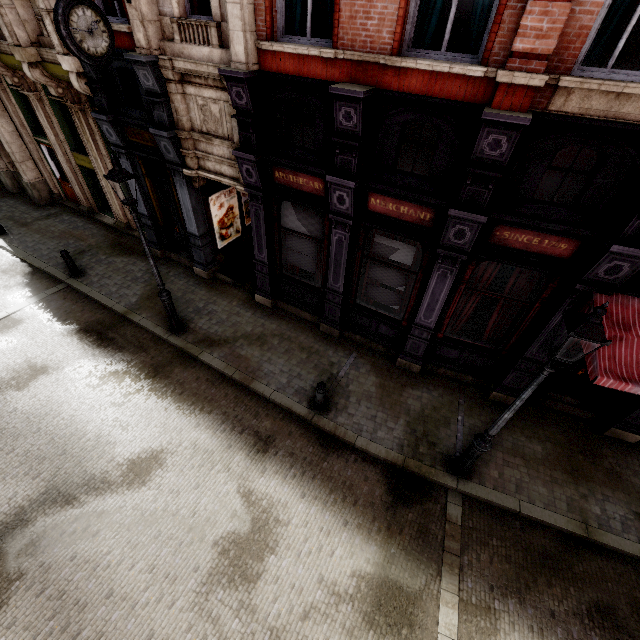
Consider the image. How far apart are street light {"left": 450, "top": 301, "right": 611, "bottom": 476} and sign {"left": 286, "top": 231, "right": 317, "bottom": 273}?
5.39m

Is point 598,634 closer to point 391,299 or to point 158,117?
point 391,299

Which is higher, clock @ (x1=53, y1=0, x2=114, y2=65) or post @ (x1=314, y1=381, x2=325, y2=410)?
clock @ (x1=53, y1=0, x2=114, y2=65)

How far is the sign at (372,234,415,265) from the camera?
7.3 meters

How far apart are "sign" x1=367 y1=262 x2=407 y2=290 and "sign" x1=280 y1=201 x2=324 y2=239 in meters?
1.3 m

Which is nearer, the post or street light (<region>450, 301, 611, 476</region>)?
street light (<region>450, 301, 611, 476</region>)

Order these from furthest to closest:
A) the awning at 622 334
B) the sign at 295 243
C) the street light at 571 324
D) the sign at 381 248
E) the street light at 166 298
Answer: the sign at 295 243, the sign at 381 248, the street light at 166 298, the awning at 622 334, the street light at 571 324

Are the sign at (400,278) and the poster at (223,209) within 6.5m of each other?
yes
